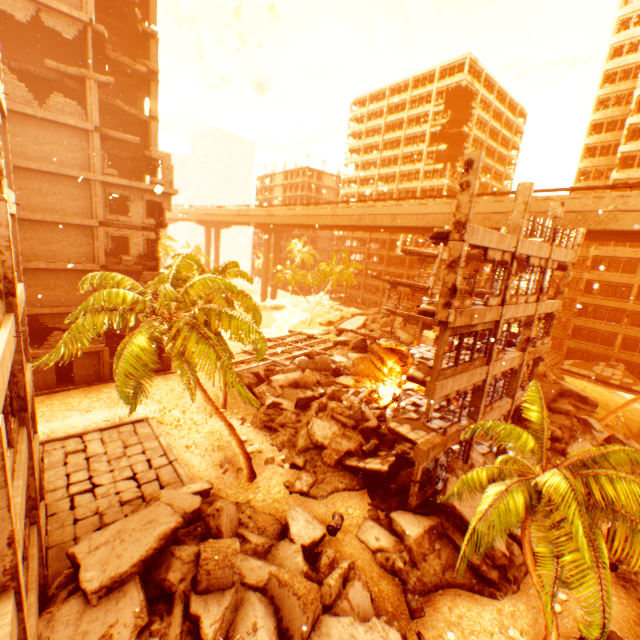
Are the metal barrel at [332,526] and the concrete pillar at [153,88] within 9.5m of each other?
no

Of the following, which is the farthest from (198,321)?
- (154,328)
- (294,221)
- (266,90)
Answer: (294,221)

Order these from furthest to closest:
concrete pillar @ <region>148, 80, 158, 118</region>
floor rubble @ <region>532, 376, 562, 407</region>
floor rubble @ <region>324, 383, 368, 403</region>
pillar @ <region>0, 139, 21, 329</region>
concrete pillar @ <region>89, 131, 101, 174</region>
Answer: concrete pillar @ <region>148, 80, 158, 118</region> → floor rubble @ <region>532, 376, 562, 407</region> → floor rubble @ <region>324, 383, 368, 403</region> → concrete pillar @ <region>89, 131, 101, 174</region> → pillar @ <region>0, 139, 21, 329</region>

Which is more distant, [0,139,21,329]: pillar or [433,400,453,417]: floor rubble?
[433,400,453,417]: floor rubble

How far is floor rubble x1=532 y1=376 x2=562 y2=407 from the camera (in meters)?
25.06

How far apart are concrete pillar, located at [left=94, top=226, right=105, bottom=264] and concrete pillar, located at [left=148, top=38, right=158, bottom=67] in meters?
14.4

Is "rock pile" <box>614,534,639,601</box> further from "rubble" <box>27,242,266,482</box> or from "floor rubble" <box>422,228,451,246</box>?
"floor rubble" <box>422,228,451,246</box>

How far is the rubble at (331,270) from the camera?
51.66m
